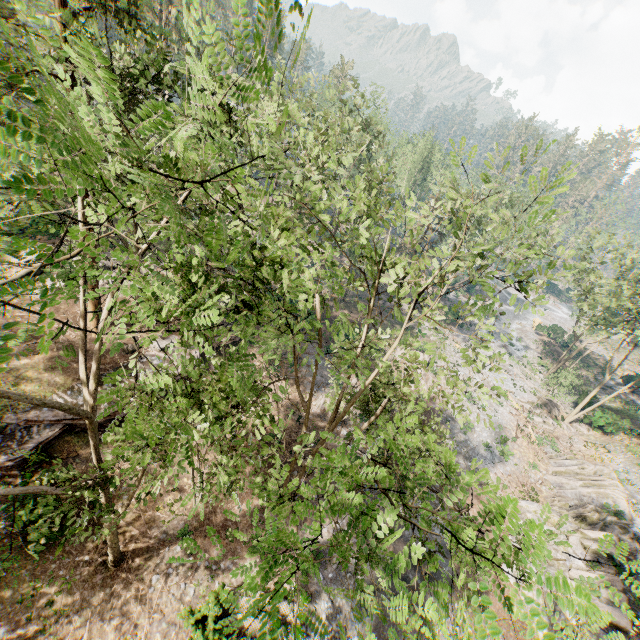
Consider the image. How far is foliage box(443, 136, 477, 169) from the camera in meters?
8.0 m

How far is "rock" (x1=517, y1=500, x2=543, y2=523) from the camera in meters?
23.7 m

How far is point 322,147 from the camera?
21.52m

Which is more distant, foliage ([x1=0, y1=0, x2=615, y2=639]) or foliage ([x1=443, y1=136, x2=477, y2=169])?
foliage ([x1=443, y1=136, x2=477, y2=169])

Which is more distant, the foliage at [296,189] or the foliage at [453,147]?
the foliage at [453,147]

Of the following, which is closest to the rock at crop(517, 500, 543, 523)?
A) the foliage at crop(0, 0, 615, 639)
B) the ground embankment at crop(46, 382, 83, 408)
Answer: the foliage at crop(0, 0, 615, 639)

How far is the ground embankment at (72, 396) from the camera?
18.2m

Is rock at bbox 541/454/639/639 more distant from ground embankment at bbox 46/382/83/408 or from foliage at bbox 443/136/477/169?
ground embankment at bbox 46/382/83/408
